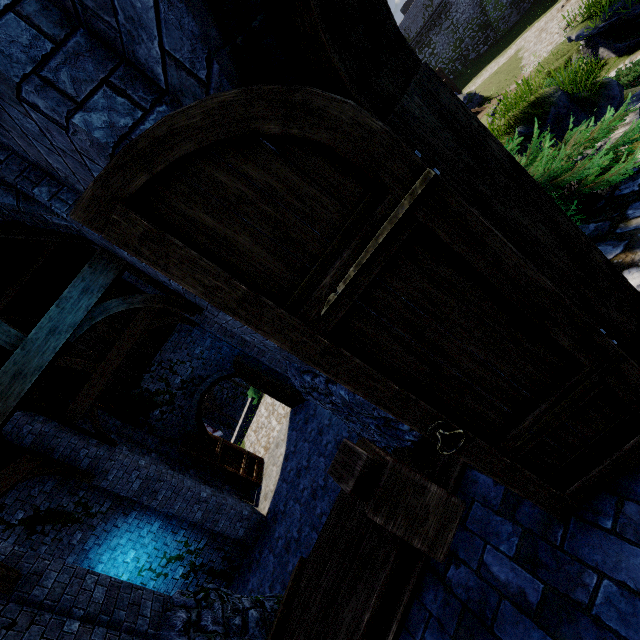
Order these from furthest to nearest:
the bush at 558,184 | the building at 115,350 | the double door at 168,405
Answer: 1. the double door at 168,405
2. the bush at 558,184
3. the building at 115,350

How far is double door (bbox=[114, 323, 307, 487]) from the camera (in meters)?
12.22

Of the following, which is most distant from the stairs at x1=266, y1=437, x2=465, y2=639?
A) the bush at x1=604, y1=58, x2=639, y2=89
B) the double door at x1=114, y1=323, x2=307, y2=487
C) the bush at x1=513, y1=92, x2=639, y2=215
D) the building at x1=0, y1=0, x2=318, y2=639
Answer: the bush at x1=604, y1=58, x2=639, y2=89

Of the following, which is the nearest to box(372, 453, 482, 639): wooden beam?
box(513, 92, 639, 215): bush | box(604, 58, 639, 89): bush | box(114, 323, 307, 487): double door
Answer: box(513, 92, 639, 215): bush

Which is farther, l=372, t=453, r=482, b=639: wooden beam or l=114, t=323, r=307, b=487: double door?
l=114, t=323, r=307, b=487: double door

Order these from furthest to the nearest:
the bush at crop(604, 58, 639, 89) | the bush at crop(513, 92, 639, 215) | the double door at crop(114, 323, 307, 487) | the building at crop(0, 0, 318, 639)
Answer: the double door at crop(114, 323, 307, 487) < the bush at crop(604, 58, 639, 89) < the bush at crop(513, 92, 639, 215) < the building at crop(0, 0, 318, 639)

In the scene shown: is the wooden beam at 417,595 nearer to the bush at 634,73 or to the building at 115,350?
the building at 115,350

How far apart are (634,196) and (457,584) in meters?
3.4
